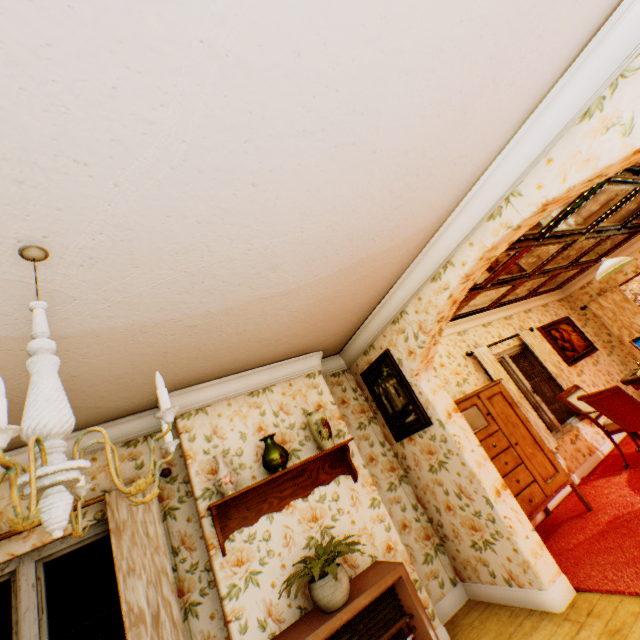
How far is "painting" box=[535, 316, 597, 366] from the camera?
6.9 meters

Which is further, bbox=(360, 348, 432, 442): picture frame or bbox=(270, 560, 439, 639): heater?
bbox=(360, 348, 432, 442): picture frame

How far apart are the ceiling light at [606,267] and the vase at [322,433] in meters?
4.5

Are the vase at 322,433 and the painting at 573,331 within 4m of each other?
no

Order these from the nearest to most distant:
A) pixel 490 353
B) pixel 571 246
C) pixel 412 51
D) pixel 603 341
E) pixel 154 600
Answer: pixel 412 51, pixel 154 600, pixel 571 246, pixel 490 353, pixel 603 341

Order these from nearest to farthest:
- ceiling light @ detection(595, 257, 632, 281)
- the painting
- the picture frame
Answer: the picture frame
ceiling light @ detection(595, 257, 632, 281)
the painting

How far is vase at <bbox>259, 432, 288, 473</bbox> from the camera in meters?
3.2 m

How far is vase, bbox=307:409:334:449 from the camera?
3.5m
